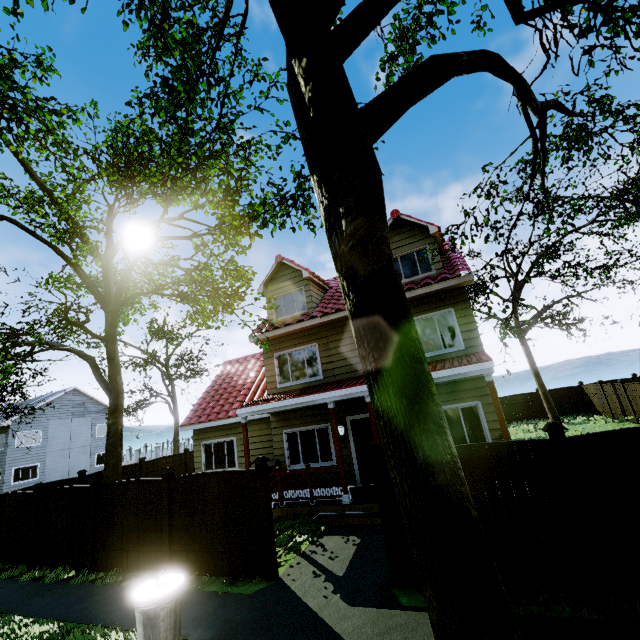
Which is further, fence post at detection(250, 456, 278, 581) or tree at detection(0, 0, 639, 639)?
fence post at detection(250, 456, 278, 581)

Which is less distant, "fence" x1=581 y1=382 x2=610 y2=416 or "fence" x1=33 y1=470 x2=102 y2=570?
"fence" x1=33 y1=470 x2=102 y2=570

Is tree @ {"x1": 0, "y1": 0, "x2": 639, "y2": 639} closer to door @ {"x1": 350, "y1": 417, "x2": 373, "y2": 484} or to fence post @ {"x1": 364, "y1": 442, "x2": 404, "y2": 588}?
fence post @ {"x1": 364, "y1": 442, "x2": 404, "y2": 588}

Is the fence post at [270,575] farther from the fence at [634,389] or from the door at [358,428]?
the door at [358,428]

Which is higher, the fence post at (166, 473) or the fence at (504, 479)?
the fence post at (166, 473)

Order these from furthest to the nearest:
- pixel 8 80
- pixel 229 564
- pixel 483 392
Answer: pixel 483 392
pixel 8 80
pixel 229 564

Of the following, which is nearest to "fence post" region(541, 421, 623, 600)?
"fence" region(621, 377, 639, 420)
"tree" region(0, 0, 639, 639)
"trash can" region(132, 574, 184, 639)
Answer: "fence" region(621, 377, 639, 420)

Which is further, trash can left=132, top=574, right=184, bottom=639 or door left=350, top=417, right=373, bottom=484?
door left=350, top=417, right=373, bottom=484
